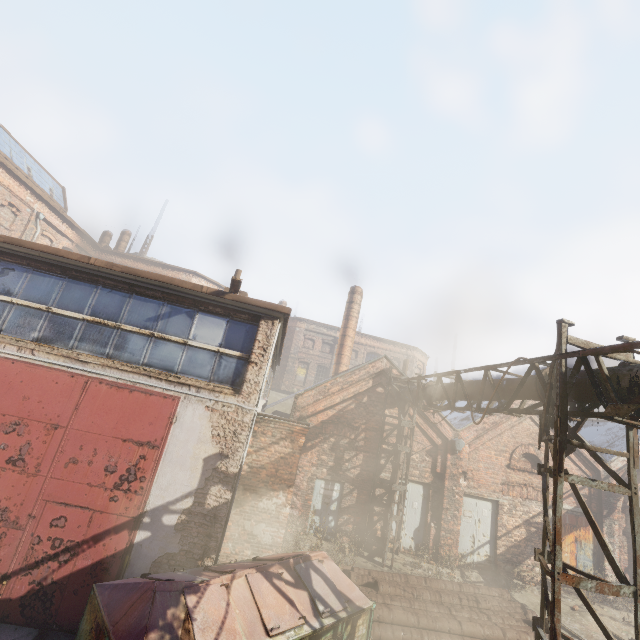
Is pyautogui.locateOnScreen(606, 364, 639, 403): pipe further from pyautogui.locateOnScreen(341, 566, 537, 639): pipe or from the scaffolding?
pyautogui.locateOnScreen(341, 566, 537, 639): pipe

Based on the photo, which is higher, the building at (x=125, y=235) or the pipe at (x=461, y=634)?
the building at (x=125, y=235)

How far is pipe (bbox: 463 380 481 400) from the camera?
8.09m

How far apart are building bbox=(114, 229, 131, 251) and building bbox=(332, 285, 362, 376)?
22.47m

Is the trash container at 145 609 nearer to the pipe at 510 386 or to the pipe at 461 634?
the pipe at 461 634

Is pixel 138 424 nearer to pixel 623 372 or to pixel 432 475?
pixel 623 372

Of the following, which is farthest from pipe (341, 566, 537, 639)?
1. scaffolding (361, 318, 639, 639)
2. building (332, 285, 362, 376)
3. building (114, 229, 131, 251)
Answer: building (114, 229, 131, 251)

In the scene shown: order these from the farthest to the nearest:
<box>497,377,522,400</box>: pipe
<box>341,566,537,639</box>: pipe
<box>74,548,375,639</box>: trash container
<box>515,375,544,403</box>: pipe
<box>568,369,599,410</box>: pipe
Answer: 1. <box>341,566,537,639</box>: pipe
2. <box>497,377,522,400</box>: pipe
3. <box>515,375,544,403</box>: pipe
4. <box>568,369,599,410</box>: pipe
5. <box>74,548,375,639</box>: trash container
